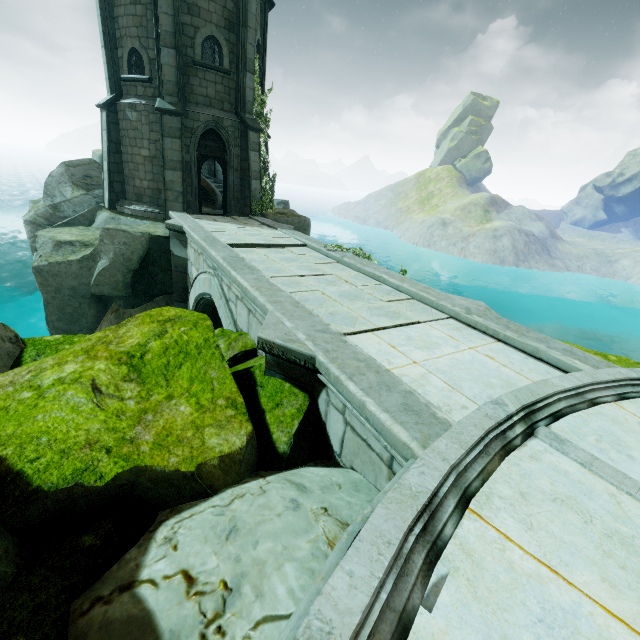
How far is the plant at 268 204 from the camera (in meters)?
15.17

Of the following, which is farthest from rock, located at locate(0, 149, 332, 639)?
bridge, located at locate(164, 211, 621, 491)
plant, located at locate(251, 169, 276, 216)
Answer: plant, located at locate(251, 169, 276, 216)

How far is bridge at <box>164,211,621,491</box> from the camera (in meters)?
3.32

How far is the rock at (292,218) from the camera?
15.1 meters

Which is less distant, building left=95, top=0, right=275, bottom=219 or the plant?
building left=95, top=0, right=275, bottom=219

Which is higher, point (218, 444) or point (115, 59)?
point (115, 59)

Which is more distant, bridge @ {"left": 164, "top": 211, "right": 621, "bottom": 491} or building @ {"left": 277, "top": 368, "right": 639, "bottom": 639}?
bridge @ {"left": 164, "top": 211, "right": 621, "bottom": 491}

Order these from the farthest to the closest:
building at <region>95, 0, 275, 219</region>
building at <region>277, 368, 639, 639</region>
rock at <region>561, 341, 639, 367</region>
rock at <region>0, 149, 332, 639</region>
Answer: building at <region>95, 0, 275, 219</region>, rock at <region>561, 341, 639, 367</region>, rock at <region>0, 149, 332, 639</region>, building at <region>277, 368, 639, 639</region>
